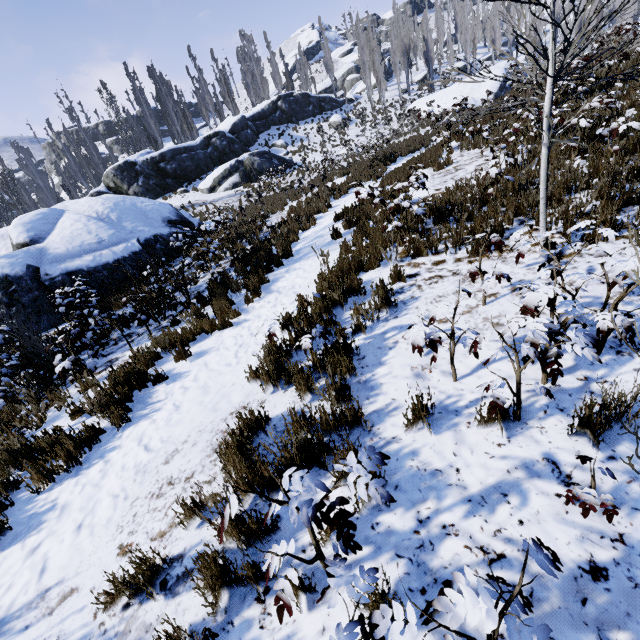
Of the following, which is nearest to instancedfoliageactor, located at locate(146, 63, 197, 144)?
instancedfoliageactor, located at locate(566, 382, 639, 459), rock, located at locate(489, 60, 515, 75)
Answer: rock, located at locate(489, 60, 515, 75)

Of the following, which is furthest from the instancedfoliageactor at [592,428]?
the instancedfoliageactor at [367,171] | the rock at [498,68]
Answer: the rock at [498,68]

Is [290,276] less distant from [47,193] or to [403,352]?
[403,352]

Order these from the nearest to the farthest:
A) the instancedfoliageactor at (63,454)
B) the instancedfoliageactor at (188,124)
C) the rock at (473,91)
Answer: the instancedfoliageactor at (63,454)
the rock at (473,91)
the instancedfoliageactor at (188,124)

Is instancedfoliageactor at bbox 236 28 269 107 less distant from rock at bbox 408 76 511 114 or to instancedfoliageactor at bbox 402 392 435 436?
rock at bbox 408 76 511 114
